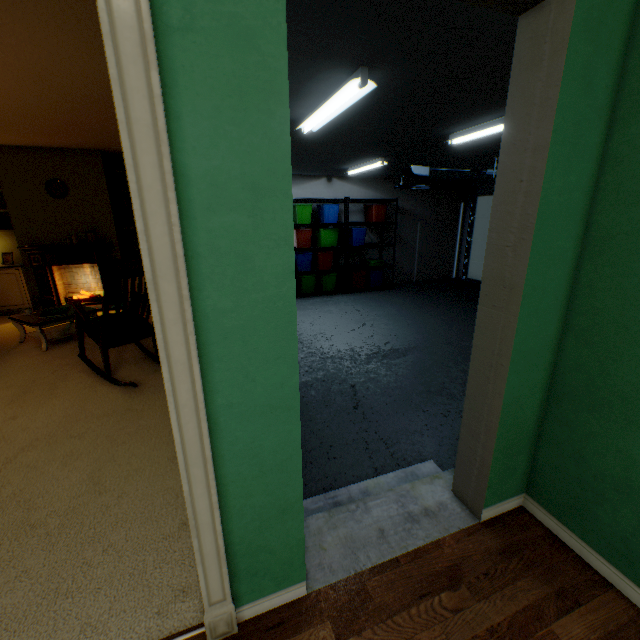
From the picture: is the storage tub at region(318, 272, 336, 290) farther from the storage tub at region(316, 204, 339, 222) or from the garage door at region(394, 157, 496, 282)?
the garage door at region(394, 157, 496, 282)

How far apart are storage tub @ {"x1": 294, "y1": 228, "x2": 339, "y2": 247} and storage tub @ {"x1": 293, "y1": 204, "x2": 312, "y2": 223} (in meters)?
0.19

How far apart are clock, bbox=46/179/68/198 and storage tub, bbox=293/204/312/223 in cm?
365

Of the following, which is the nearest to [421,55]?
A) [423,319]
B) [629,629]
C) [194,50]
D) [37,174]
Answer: [194,50]

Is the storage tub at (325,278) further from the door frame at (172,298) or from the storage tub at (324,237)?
the door frame at (172,298)

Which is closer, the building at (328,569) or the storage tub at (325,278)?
the building at (328,569)

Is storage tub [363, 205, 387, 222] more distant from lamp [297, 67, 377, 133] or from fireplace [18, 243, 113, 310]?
fireplace [18, 243, 113, 310]

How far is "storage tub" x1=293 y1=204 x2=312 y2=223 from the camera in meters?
6.3
